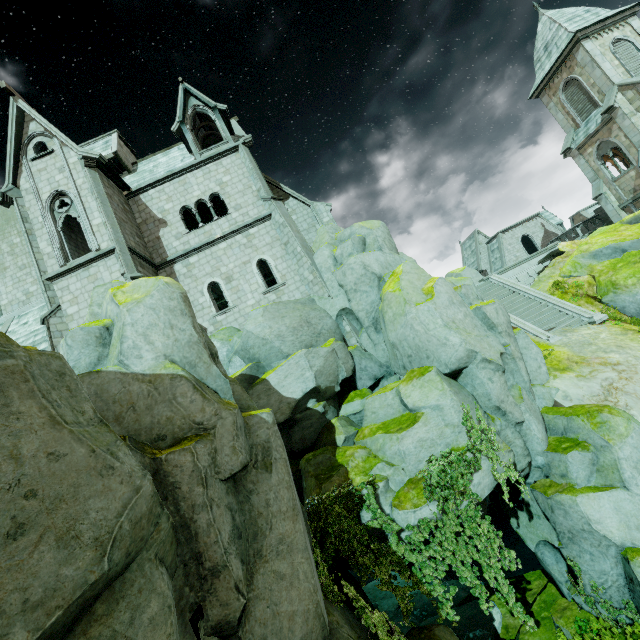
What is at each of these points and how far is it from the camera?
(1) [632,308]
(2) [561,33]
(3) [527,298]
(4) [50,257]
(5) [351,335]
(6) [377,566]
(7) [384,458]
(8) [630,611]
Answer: (1) rock, 16.6 meters
(2) building, 25.5 meters
(3) stair, 19.4 meters
(4) building, 15.7 meters
(5) building, 16.8 meters
(6) plant, 9.0 meters
(7) rock, 10.8 meters
(8) plant, 9.9 meters

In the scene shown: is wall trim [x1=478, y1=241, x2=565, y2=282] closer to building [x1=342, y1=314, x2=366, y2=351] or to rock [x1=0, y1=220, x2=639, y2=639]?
→ rock [x1=0, y1=220, x2=639, y2=639]

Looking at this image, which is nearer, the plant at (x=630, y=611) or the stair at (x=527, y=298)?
the plant at (x=630, y=611)

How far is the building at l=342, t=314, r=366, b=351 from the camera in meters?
16.5 m

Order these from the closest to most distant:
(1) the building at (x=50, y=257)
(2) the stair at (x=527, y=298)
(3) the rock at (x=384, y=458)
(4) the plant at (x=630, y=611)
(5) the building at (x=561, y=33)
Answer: (3) the rock at (x=384, y=458) → (4) the plant at (x=630, y=611) → (1) the building at (x=50, y=257) → (2) the stair at (x=527, y=298) → (5) the building at (x=561, y=33)

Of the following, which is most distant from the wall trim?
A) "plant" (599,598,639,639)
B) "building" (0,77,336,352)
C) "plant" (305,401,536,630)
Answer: "plant" (599,598,639,639)

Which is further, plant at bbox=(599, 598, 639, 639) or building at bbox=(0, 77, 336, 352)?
building at bbox=(0, 77, 336, 352)

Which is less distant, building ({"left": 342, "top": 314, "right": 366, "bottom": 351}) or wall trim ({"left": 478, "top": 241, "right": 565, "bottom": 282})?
building ({"left": 342, "top": 314, "right": 366, "bottom": 351})
